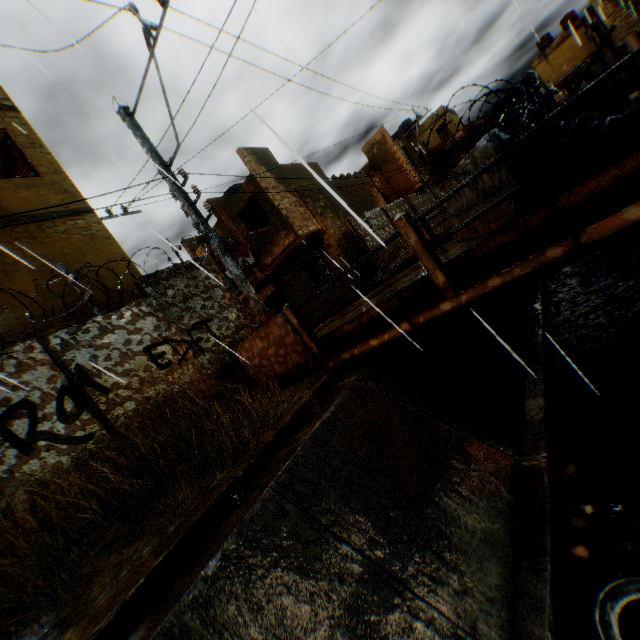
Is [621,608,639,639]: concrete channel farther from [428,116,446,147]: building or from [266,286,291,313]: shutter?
[266,286,291,313]: shutter

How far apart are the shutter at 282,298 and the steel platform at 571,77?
14.15m

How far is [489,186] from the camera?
4.23m

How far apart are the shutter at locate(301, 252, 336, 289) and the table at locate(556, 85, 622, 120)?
12.1 meters

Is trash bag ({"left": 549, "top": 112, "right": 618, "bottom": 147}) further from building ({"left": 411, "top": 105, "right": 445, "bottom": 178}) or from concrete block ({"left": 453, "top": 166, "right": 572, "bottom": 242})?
building ({"left": 411, "top": 105, "right": 445, "bottom": 178})

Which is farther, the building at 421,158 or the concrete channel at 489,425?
the building at 421,158

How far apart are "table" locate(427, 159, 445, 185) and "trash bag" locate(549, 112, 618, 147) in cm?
68

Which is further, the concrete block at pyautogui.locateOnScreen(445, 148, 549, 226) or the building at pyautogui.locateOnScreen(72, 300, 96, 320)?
the building at pyautogui.locateOnScreen(72, 300, 96, 320)
